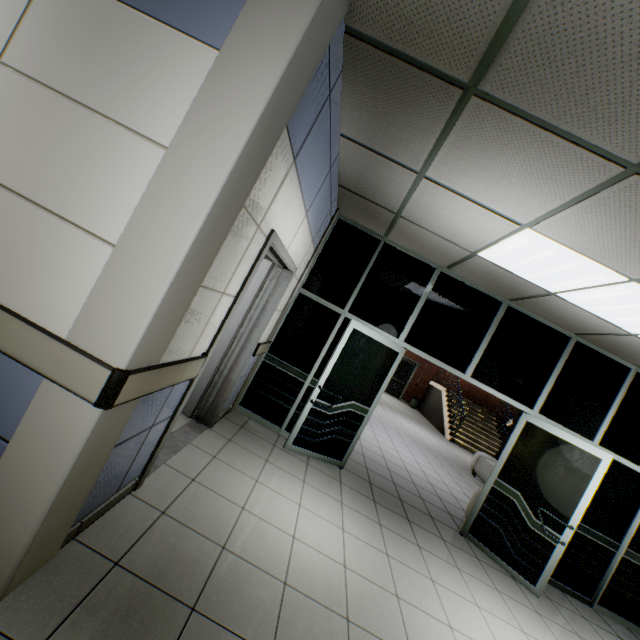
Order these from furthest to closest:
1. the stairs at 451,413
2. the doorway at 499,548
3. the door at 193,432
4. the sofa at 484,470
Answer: the stairs at 451,413 < the sofa at 484,470 < the doorway at 499,548 < the door at 193,432

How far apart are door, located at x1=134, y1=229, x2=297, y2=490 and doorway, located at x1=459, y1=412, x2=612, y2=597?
3.84m

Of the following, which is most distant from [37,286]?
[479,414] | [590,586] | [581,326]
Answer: [479,414]

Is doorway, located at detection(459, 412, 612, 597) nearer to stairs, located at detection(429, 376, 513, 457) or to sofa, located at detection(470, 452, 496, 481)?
sofa, located at detection(470, 452, 496, 481)

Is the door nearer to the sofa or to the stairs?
the sofa

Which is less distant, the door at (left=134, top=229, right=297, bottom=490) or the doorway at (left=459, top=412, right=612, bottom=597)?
the door at (left=134, top=229, right=297, bottom=490)

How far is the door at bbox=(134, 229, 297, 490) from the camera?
2.36m

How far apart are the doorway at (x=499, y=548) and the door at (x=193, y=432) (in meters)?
3.84
